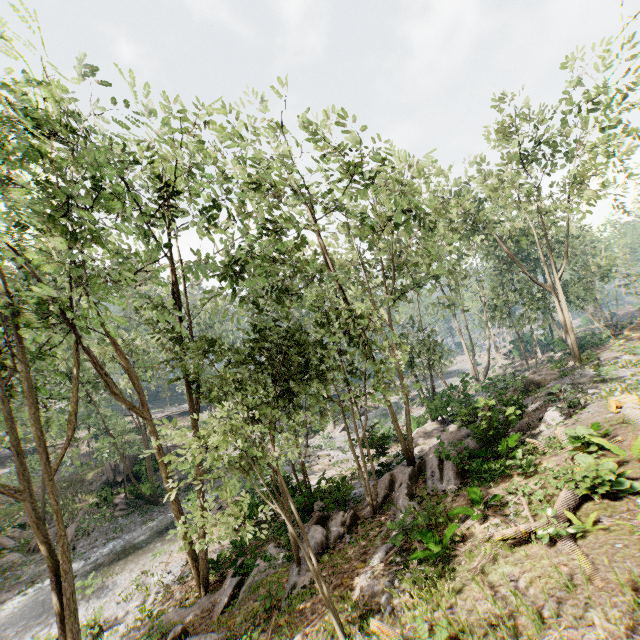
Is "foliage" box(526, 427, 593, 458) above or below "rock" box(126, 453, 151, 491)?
above

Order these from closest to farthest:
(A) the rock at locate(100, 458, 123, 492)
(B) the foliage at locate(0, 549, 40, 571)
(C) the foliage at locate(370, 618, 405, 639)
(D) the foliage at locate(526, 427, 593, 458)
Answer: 1. (C) the foliage at locate(370, 618, 405, 639)
2. (D) the foliage at locate(526, 427, 593, 458)
3. (B) the foliage at locate(0, 549, 40, 571)
4. (A) the rock at locate(100, 458, 123, 492)

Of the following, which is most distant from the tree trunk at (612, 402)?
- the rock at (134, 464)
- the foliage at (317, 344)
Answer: the rock at (134, 464)

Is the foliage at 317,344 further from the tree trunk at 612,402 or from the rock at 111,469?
the tree trunk at 612,402

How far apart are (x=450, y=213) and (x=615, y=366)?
13.1m

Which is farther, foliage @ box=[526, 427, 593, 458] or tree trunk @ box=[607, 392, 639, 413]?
tree trunk @ box=[607, 392, 639, 413]

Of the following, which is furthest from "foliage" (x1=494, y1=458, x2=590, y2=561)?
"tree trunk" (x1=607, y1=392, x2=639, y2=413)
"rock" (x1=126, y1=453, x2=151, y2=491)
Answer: "tree trunk" (x1=607, y1=392, x2=639, y2=413)
